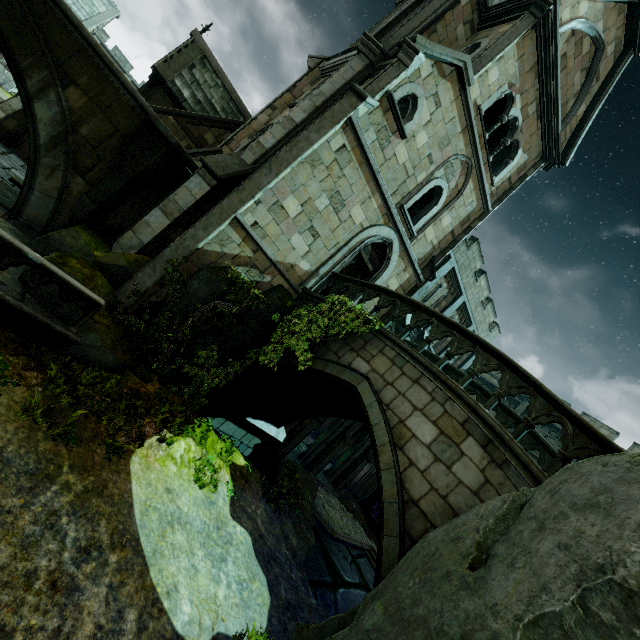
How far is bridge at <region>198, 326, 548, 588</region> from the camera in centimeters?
536cm

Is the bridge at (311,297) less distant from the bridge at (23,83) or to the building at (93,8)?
the building at (93,8)

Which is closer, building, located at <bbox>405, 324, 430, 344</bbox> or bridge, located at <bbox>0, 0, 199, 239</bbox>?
bridge, located at <bbox>0, 0, 199, 239</bbox>

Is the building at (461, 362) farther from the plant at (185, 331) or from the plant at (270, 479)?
the plant at (270, 479)

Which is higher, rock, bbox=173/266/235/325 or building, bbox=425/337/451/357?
building, bbox=425/337/451/357

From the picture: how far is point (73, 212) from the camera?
9.4 meters

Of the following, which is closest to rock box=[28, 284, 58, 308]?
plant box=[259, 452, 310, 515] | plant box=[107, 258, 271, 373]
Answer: plant box=[107, 258, 271, 373]

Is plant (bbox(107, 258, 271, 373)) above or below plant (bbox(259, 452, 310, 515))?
above
